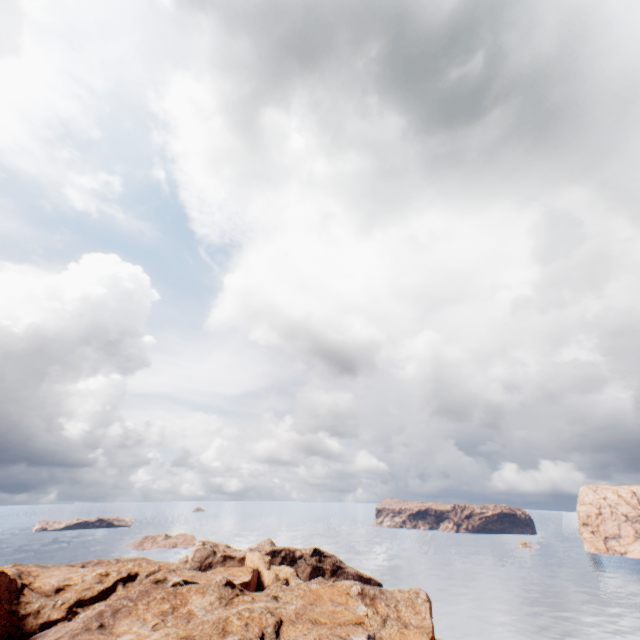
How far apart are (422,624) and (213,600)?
34.6m
